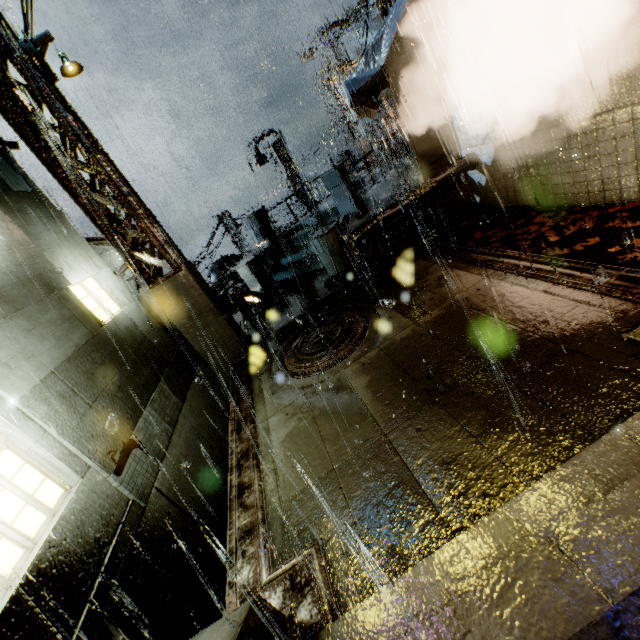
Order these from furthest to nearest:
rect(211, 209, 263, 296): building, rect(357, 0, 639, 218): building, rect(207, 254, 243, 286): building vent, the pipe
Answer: rect(207, 254, 243, 286): building vent < rect(211, 209, 263, 296): building < the pipe < rect(357, 0, 639, 218): building

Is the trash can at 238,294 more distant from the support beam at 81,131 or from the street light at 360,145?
the street light at 360,145

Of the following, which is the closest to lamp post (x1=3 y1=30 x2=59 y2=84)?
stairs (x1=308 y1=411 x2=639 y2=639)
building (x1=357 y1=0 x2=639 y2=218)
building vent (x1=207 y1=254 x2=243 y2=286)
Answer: building (x1=357 y1=0 x2=639 y2=218)

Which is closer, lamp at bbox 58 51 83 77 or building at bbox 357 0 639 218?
building at bbox 357 0 639 218

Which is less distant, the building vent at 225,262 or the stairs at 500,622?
the stairs at 500,622

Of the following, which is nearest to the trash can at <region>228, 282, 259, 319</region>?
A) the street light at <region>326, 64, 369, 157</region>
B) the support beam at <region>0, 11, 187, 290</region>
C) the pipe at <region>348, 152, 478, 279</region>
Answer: the support beam at <region>0, 11, 187, 290</region>

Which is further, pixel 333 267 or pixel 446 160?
pixel 333 267

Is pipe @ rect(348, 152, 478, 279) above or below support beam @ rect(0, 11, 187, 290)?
below
